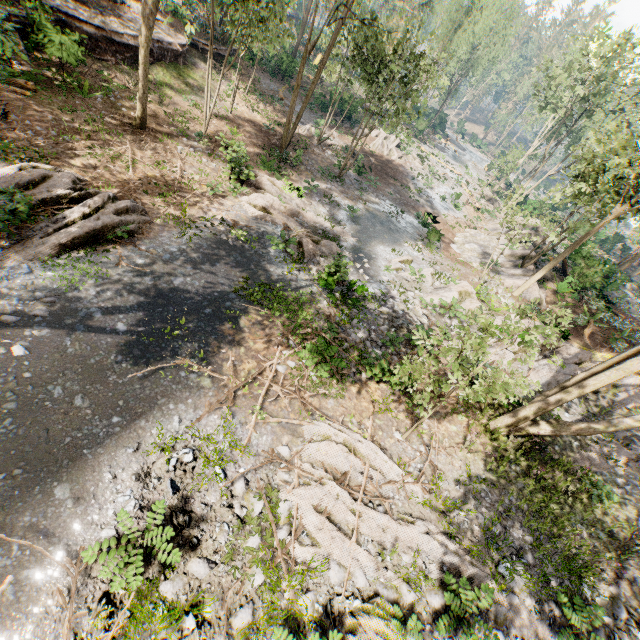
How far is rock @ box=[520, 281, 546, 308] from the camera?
20.2m

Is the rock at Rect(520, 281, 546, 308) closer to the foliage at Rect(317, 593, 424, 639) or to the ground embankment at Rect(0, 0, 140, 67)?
the foliage at Rect(317, 593, 424, 639)

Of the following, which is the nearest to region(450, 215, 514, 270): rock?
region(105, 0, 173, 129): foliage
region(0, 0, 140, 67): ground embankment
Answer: region(105, 0, 173, 129): foliage

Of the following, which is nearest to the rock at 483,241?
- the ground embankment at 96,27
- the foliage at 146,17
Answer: the foliage at 146,17

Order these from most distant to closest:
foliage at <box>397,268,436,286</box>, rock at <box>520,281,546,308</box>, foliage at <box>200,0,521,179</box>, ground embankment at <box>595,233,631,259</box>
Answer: ground embankment at <box>595,233,631,259</box> < rock at <box>520,281,546,308</box> < foliage at <box>397,268,436,286</box> < foliage at <box>200,0,521,179</box>

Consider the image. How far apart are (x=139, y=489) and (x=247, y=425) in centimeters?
272cm
